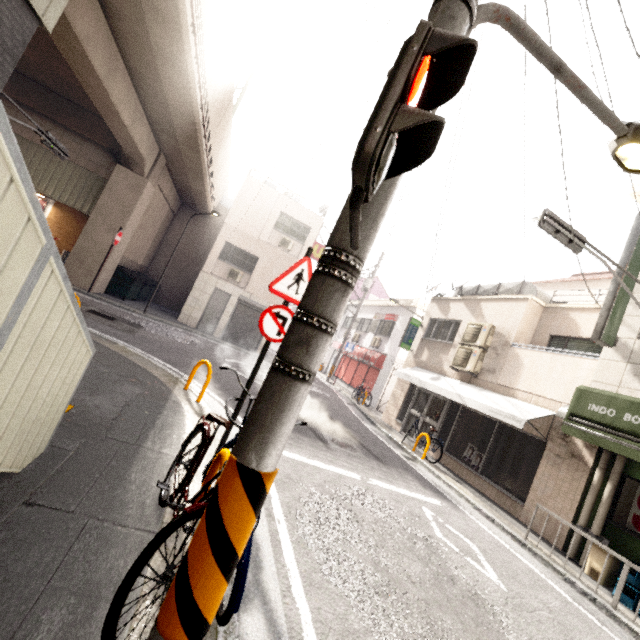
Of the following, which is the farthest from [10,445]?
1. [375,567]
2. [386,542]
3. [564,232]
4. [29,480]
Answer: [564,232]

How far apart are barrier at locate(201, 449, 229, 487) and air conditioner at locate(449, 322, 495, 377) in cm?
944

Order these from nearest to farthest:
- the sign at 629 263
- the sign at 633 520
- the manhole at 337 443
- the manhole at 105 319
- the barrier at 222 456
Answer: the barrier at 222 456 → the sign at 633 520 → the sign at 629 263 → the manhole at 337 443 → the manhole at 105 319

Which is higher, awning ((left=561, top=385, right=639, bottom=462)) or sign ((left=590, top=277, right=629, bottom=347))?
sign ((left=590, top=277, right=629, bottom=347))

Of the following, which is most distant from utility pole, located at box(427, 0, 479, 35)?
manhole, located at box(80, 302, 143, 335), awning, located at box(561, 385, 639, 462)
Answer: manhole, located at box(80, 302, 143, 335)

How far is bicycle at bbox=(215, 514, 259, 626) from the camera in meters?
1.8

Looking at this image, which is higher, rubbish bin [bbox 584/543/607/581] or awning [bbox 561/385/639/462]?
awning [bbox 561/385/639/462]

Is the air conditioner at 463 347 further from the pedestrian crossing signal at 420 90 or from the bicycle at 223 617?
the pedestrian crossing signal at 420 90
